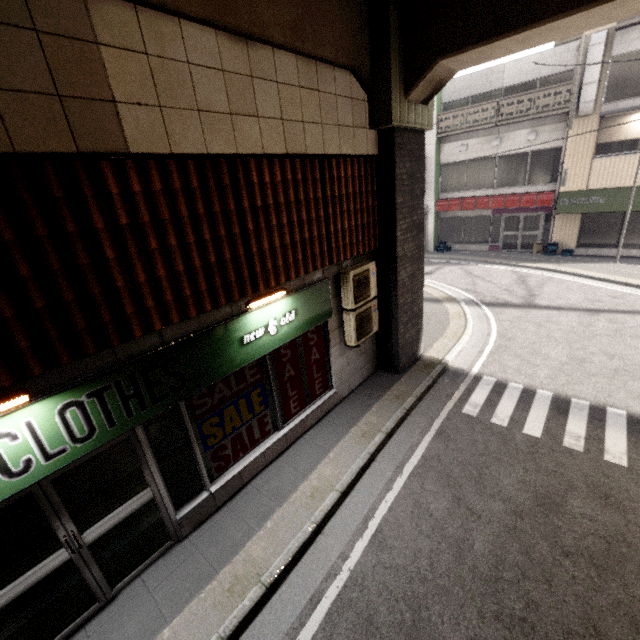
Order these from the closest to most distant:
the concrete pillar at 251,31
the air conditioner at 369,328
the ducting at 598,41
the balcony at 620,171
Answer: the concrete pillar at 251,31, the air conditioner at 369,328, the ducting at 598,41, the balcony at 620,171

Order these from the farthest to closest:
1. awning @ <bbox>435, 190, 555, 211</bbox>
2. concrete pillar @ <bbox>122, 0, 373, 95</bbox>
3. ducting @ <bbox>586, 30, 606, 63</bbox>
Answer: awning @ <bbox>435, 190, 555, 211</bbox>
ducting @ <bbox>586, 30, 606, 63</bbox>
concrete pillar @ <bbox>122, 0, 373, 95</bbox>

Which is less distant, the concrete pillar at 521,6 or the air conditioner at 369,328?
the concrete pillar at 521,6

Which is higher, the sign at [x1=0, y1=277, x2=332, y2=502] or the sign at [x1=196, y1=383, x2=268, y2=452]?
the sign at [x1=0, y1=277, x2=332, y2=502]

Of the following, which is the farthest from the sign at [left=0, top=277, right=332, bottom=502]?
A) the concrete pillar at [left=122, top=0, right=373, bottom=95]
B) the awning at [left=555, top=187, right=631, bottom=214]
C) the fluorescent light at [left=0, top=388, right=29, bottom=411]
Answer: the awning at [left=555, top=187, right=631, bottom=214]

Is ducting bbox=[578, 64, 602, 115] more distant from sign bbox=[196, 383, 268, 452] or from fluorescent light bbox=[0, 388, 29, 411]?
fluorescent light bbox=[0, 388, 29, 411]

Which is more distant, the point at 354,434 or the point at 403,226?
the point at 403,226

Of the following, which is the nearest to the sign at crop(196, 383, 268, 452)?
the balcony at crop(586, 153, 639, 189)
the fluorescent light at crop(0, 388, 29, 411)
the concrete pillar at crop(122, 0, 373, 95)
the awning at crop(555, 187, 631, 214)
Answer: the fluorescent light at crop(0, 388, 29, 411)
